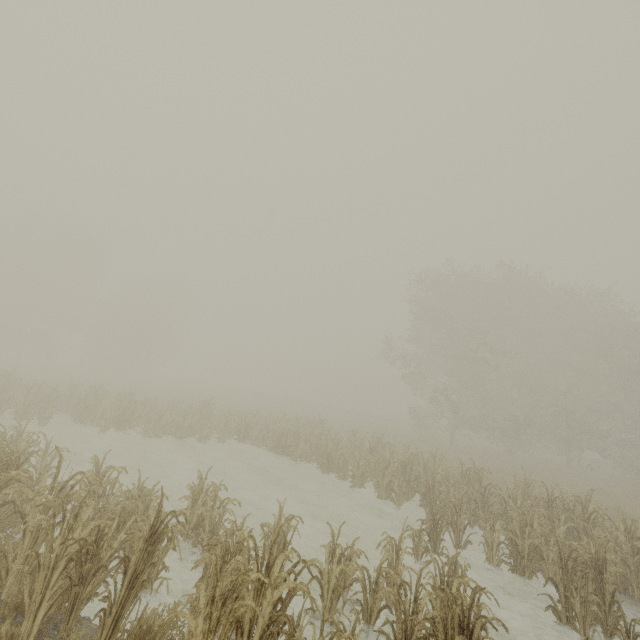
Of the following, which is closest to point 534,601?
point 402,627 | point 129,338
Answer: point 402,627
